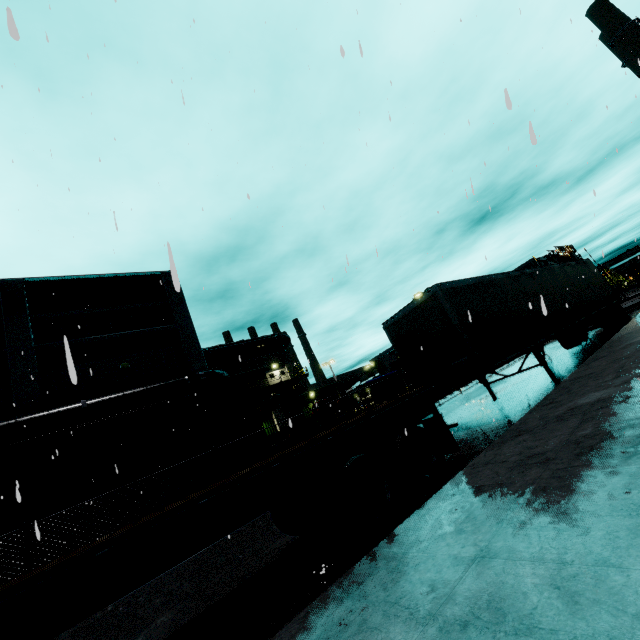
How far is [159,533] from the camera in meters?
3.8

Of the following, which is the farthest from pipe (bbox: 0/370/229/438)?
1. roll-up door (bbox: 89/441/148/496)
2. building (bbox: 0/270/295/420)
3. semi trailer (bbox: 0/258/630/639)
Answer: roll-up door (bbox: 89/441/148/496)

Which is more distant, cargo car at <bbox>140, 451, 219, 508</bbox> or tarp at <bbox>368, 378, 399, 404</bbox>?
tarp at <bbox>368, 378, 399, 404</bbox>

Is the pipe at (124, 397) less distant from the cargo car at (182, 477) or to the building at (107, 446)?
the building at (107, 446)

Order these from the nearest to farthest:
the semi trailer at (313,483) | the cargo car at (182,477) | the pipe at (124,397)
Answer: the semi trailer at (313,483) → the cargo car at (182,477) → the pipe at (124,397)

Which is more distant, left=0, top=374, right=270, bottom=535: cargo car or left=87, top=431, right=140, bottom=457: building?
left=87, top=431, right=140, bottom=457: building

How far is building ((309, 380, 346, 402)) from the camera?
33.0m

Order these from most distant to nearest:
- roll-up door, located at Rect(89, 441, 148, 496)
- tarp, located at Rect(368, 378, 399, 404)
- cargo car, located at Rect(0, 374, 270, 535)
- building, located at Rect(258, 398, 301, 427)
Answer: building, located at Rect(258, 398, 301, 427), tarp, located at Rect(368, 378, 399, 404), roll-up door, located at Rect(89, 441, 148, 496), cargo car, located at Rect(0, 374, 270, 535)
